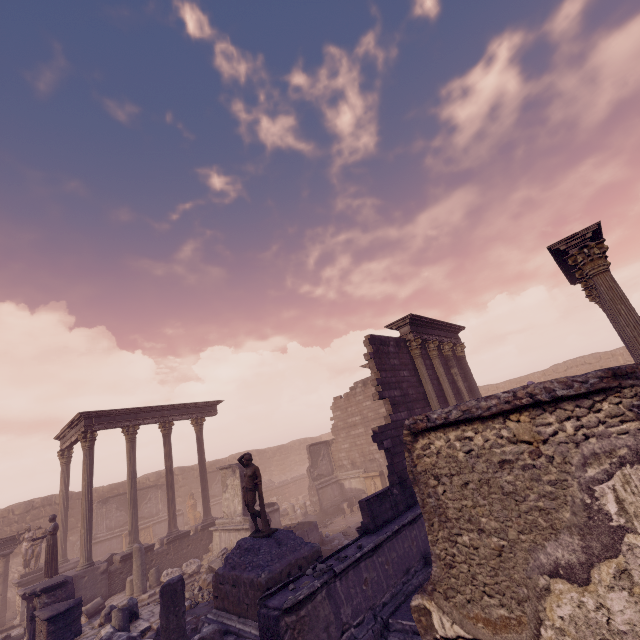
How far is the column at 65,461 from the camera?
16.5 meters

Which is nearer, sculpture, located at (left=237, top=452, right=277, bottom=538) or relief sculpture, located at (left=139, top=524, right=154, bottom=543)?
sculpture, located at (left=237, top=452, right=277, bottom=538)

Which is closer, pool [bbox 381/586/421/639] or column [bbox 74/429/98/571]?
pool [bbox 381/586/421/639]

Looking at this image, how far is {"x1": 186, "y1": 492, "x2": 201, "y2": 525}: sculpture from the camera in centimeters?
2362cm

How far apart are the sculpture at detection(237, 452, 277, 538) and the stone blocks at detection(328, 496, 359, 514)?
10.28m

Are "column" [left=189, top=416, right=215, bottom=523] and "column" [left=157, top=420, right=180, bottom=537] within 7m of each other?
yes

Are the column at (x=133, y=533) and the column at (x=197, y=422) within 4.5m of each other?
yes

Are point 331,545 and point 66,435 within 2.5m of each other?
no
